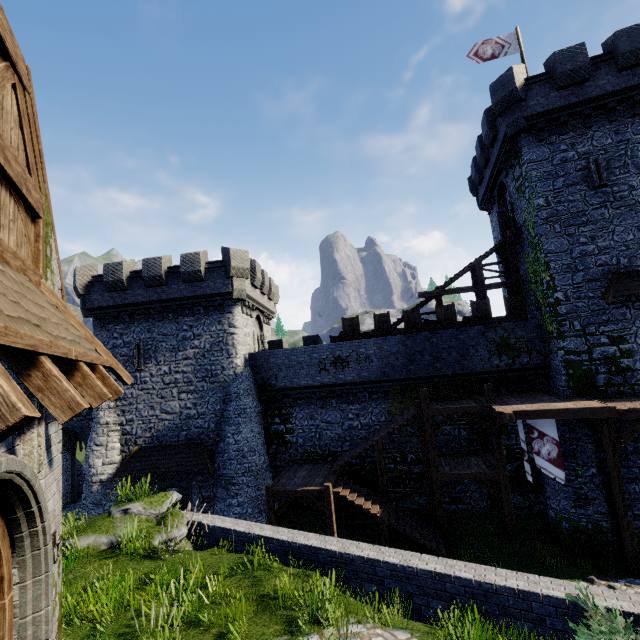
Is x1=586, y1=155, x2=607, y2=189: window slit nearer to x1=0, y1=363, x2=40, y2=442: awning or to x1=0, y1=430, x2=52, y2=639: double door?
x1=0, y1=363, x2=40, y2=442: awning

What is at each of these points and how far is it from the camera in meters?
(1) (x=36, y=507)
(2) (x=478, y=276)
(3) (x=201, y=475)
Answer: (1) double door, 3.8
(2) stairs, 20.3
(3) building, 19.5

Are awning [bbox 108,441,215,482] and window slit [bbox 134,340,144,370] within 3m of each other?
no

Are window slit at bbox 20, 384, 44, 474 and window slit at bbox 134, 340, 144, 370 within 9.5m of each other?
no

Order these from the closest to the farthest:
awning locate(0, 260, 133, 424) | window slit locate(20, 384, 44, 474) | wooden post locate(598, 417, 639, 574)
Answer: awning locate(0, 260, 133, 424) → window slit locate(20, 384, 44, 474) → wooden post locate(598, 417, 639, 574)

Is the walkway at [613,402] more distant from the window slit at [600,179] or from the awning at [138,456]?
the awning at [138,456]

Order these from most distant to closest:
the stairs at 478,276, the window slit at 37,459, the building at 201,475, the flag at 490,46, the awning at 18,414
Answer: the stairs at 478,276, the building at 201,475, the flag at 490,46, the window slit at 37,459, the awning at 18,414

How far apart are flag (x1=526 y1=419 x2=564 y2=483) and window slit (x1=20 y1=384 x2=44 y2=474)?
15.7m
